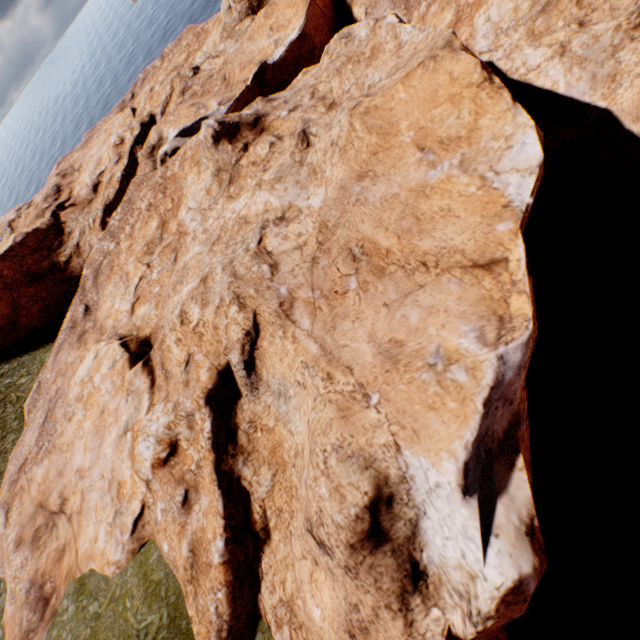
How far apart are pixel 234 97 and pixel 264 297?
28.6m

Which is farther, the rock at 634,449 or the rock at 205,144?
the rock at 634,449

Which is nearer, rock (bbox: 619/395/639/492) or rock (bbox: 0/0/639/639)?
rock (bbox: 0/0/639/639)
